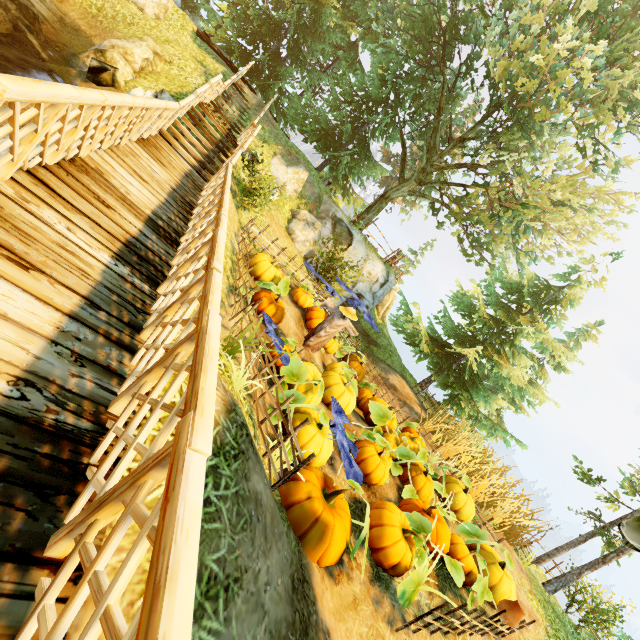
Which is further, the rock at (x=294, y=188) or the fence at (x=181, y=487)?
the rock at (x=294, y=188)

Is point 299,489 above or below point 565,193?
below

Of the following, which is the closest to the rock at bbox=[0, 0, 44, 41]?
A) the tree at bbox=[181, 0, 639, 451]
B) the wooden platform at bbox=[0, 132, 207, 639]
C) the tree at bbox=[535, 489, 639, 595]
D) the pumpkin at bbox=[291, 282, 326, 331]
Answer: the wooden platform at bbox=[0, 132, 207, 639]

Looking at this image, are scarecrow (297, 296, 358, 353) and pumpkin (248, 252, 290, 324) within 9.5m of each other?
yes

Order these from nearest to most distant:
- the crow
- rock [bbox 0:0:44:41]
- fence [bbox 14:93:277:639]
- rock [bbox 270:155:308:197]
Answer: fence [bbox 14:93:277:639]
the crow
rock [bbox 0:0:44:41]
rock [bbox 270:155:308:197]

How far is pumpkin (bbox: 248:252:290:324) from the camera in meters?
8.4 m

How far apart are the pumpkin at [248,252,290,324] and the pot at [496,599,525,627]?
7.2 meters

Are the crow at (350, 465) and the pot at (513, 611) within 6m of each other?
yes
